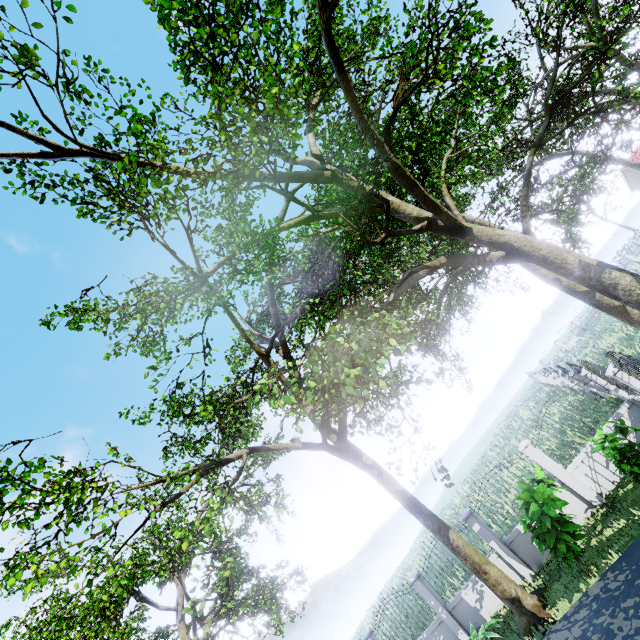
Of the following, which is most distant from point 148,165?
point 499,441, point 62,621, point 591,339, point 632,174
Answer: point 632,174

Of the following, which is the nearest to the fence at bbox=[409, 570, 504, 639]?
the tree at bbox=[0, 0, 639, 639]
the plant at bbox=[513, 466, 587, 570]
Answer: the tree at bbox=[0, 0, 639, 639]

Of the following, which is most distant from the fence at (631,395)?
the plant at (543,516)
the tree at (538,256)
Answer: the plant at (543,516)

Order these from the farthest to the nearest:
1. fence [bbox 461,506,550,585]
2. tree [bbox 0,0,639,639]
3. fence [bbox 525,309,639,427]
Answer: fence [bbox 461,506,550,585], fence [bbox 525,309,639,427], tree [bbox 0,0,639,639]

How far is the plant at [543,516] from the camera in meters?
8.2 m

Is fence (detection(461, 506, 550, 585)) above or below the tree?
below

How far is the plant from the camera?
8.2 meters

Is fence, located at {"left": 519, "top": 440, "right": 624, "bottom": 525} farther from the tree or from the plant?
the plant
